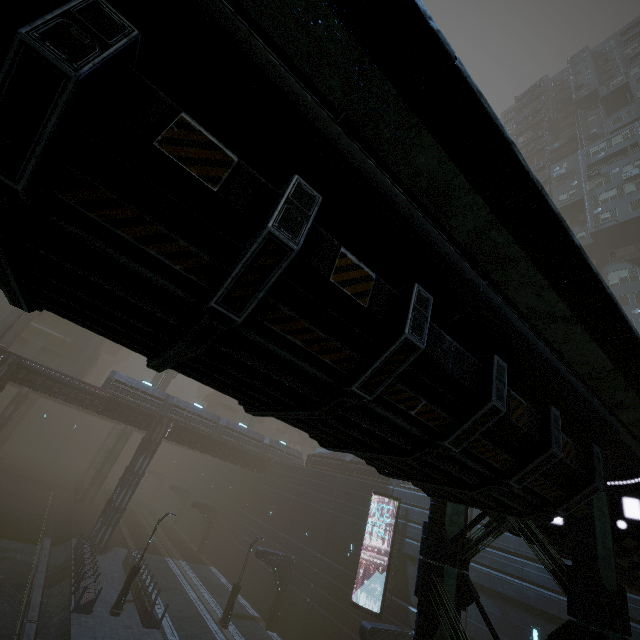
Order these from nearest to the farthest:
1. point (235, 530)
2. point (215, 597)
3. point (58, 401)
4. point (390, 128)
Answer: point (390, 128), point (215, 597), point (235, 530), point (58, 401)

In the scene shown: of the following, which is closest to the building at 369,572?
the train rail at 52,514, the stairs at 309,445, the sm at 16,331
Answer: the train rail at 52,514

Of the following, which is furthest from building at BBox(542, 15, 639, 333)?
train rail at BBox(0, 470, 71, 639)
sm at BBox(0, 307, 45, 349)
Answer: sm at BBox(0, 307, 45, 349)

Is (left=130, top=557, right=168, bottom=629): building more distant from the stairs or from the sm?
the sm

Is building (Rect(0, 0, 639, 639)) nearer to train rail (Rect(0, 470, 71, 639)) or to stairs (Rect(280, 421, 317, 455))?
train rail (Rect(0, 470, 71, 639))

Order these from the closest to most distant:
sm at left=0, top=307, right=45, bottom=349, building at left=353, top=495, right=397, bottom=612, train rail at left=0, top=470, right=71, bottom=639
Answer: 1. train rail at left=0, top=470, right=71, bottom=639
2. building at left=353, top=495, right=397, bottom=612
3. sm at left=0, top=307, right=45, bottom=349

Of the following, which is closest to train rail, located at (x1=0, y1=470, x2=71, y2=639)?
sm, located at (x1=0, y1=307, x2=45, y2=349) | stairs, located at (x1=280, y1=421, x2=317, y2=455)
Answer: sm, located at (x1=0, y1=307, x2=45, y2=349)

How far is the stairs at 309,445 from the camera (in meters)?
55.78
